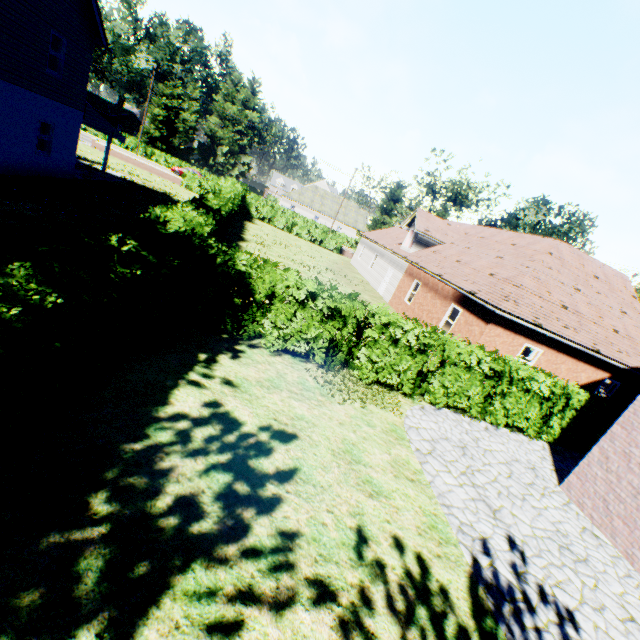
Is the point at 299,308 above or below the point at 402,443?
above

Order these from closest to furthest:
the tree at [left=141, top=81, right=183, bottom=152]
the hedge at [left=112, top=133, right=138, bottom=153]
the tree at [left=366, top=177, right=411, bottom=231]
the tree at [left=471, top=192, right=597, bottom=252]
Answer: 1. the tree at [left=471, top=192, right=597, bottom=252]
2. the tree at [left=366, top=177, right=411, bottom=231]
3. the hedge at [left=112, top=133, right=138, bottom=153]
4. the tree at [left=141, top=81, right=183, bottom=152]

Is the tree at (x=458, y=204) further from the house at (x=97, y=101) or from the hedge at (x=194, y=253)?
the house at (x=97, y=101)

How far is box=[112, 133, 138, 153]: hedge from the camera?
47.4 meters

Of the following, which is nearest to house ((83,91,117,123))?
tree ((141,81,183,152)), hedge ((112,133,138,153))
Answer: tree ((141,81,183,152))

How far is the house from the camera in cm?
5522

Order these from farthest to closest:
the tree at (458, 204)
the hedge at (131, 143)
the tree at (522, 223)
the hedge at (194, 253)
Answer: the hedge at (131, 143) → the tree at (458, 204) → the tree at (522, 223) → the hedge at (194, 253)
